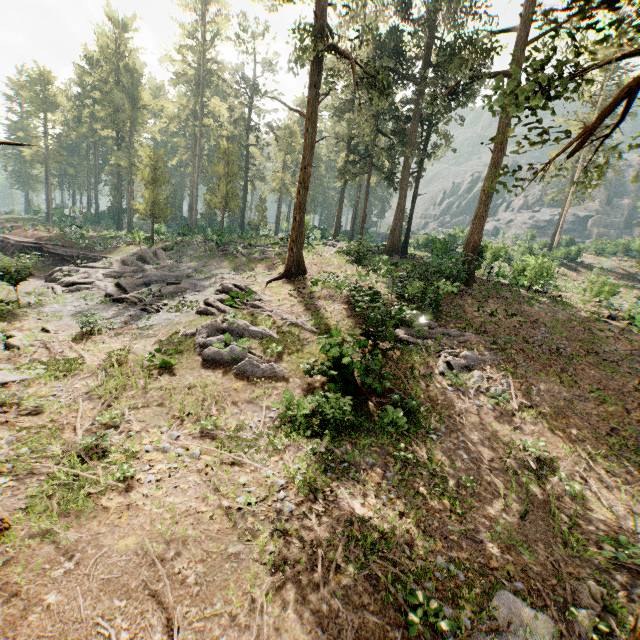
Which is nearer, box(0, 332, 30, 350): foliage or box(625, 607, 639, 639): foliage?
box(625, 607, 639, 639): foliage

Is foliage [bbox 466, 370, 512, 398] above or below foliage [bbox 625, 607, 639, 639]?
above

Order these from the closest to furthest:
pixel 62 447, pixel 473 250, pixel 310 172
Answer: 1. pixel 62 447
2. pixel 310 172
3. pixel 473 250

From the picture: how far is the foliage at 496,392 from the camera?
13.00m

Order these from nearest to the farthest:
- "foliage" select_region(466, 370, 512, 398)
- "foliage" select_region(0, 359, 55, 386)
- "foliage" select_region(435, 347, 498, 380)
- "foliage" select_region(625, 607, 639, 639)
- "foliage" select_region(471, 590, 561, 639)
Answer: "foliage" select_region(625, 607, 639, 639) → "foliage" select_region(471, 590, 561, 639) → "foliage" select_region(0, 359, 55, 386) → "foliage" select_region(466, 370, 512, 398) → "foliage" select_region(435, 347, 498, 380)
